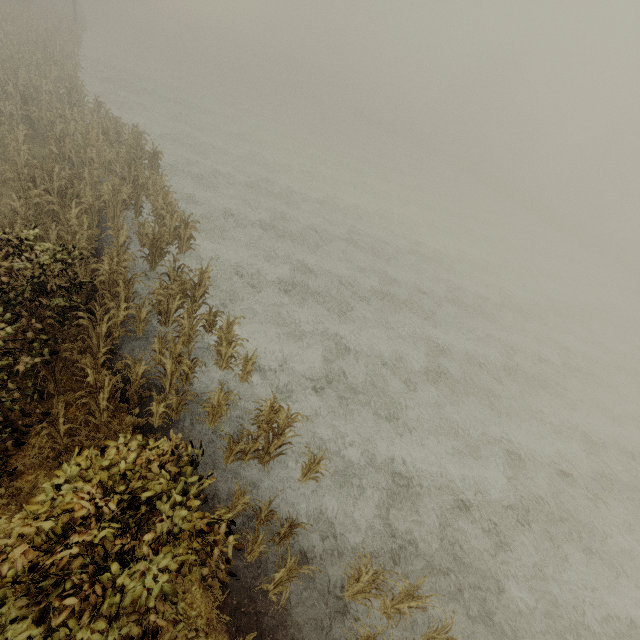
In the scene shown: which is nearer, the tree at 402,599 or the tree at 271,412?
the tree at 402,599

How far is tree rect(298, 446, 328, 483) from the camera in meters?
7.4

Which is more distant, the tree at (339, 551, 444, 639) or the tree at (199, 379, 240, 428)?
the tree at (199, 379, 240, 428)

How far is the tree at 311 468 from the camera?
7.43m

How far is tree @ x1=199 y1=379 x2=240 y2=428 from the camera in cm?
755

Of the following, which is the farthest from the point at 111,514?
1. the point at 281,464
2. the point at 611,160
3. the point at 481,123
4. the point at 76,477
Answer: the point at 611,160

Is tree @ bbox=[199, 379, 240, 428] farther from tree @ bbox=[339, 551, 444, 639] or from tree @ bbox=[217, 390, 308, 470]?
tree @ bbox=[339, 551, 444, 639]

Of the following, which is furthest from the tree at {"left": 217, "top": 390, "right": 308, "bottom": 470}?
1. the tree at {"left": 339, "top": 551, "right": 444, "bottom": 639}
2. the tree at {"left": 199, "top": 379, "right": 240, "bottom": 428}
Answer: the tree at {"left": 339, "top": 551, "right": 444, "bottom": 639}
